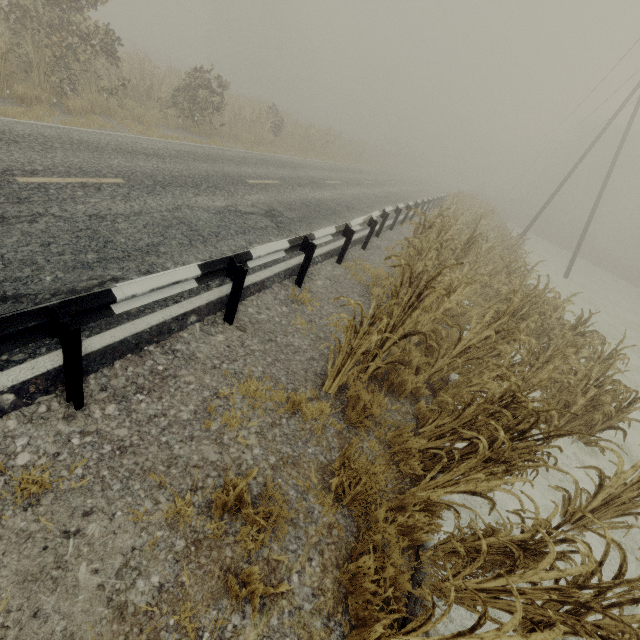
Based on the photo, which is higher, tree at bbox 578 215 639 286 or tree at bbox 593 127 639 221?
tree at bbox 593 127 639 221

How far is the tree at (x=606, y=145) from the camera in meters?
41.6 m

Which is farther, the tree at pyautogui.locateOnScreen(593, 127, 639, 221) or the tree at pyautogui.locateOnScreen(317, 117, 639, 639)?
the tree at pyautogui.locateOnScreen(593, 127, 639, 221)

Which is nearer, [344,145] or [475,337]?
[475,337]

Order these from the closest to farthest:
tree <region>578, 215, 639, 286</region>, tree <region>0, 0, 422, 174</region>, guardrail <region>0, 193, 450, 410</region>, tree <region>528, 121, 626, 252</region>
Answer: guardrail <region>0, 193, 450, 410</region> < tree <region>0, 0, 422, 174</region> < tree <region>578, 215, 639, 286</region> < tree <region>528, 121, 626, 252</region>

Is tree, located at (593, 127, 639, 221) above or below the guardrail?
above

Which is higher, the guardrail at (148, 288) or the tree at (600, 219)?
the tree at (600, 219)

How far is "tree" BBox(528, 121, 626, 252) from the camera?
41.56m
